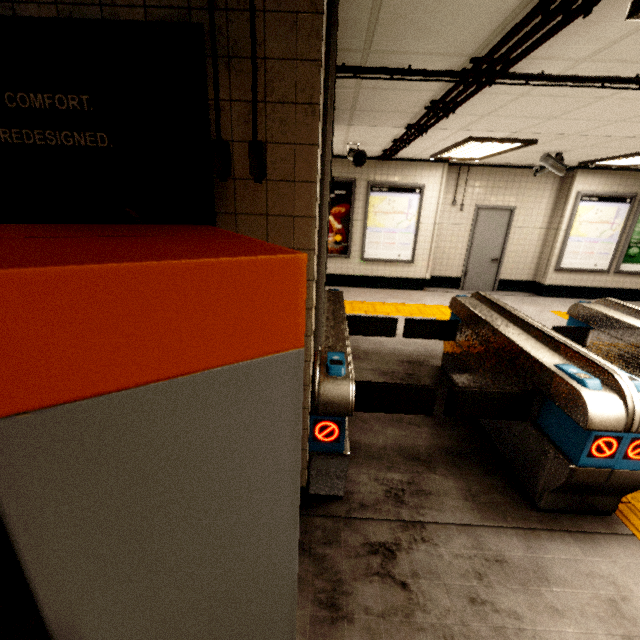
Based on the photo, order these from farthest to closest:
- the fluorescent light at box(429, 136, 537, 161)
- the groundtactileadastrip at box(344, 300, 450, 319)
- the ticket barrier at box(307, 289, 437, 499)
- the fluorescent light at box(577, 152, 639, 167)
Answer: the groundtactileadastrip at box(344, 300, 450, 319)
the fluorescent light at box(577, 152, 639, 167)
the fluorescent light at box(429, 136, 537, 161)
the ticket barrier at box(307, 289, 437, 499)

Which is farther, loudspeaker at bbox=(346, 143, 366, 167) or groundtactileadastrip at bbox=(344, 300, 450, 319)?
groundtactileadastrip at bbox=(344, 300, 450, 319)

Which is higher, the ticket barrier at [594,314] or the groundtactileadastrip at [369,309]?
the ticket barrier at [594,314]

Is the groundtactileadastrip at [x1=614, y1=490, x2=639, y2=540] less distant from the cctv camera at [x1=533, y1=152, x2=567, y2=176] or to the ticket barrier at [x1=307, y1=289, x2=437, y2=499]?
the ticket barrier at [x1=307, y1=289, x2=437, y2=499]

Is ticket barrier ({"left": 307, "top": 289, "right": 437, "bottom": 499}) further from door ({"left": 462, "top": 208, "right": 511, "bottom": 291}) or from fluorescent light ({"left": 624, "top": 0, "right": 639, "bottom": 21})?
door ({"left": 462, "top": 208, "right": 511, "bottom": 291})

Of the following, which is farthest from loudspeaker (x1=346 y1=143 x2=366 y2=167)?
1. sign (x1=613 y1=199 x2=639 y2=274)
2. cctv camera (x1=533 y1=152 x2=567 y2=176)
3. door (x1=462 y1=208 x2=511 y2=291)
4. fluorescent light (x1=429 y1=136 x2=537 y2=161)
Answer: sign (x1=613 y1=199 x2=639 y2=274)

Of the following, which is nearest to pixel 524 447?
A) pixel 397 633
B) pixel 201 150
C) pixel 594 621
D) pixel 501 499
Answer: pixel 501 499

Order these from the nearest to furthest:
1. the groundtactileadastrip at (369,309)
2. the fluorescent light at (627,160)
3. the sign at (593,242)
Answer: the fluorescent light at (627,160), the groundtactileadastrip at (369,309), the sign at (593,242)
